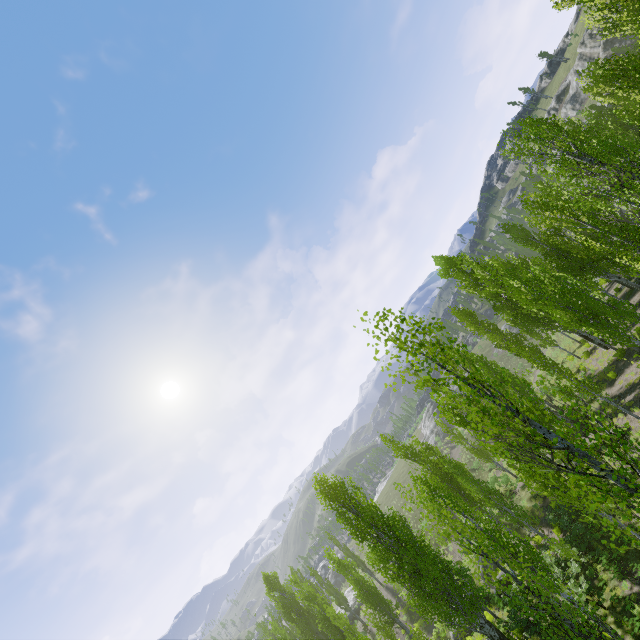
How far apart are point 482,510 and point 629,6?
34.2m
